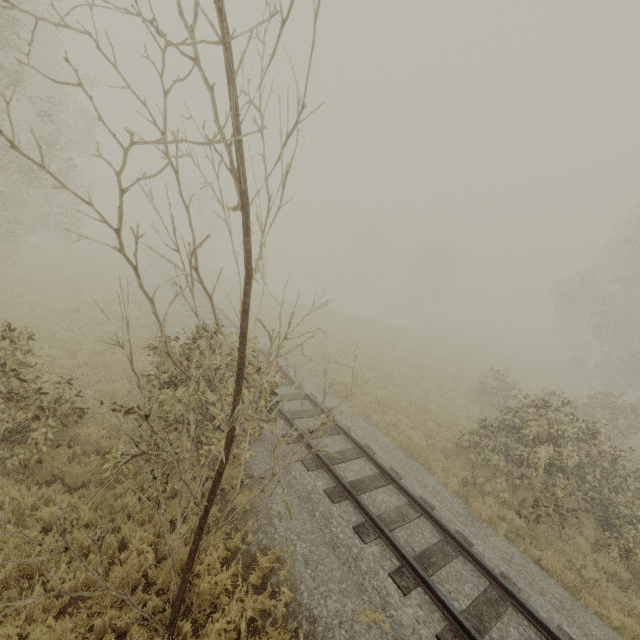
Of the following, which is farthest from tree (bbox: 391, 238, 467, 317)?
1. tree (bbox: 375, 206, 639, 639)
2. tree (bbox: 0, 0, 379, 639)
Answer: tree (bbox: 0, 0, 379, 639)

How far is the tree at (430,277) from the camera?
45.3m

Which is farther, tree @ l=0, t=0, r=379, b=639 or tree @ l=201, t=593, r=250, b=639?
tree @ l=201, t=593, r=250, b=639

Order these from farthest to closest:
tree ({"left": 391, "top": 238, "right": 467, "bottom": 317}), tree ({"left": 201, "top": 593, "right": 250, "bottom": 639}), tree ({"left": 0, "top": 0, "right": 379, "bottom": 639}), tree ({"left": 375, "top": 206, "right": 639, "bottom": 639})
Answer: tree ({"left": 391, "top": 238, "right": 467, "bottom": 317}), tree ({"left": 375, "top": 206, "right": 639, "bottom": 639}), tree ({"left": 201, "top": 593, "right": 250, "bottom": 639}), tree ({"left": 0, "top": 0, "right": 379, "bottom": 639})

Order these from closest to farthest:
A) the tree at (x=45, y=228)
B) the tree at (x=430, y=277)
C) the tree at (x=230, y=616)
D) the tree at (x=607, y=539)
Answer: the tree at (x=45, y=228) → the tree at (x=230, y=616) → the tree at (x=607, y=539) → the tree at (x=430, y=277)

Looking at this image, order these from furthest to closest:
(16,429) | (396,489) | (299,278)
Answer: (299,278), (396,489), (16,429)

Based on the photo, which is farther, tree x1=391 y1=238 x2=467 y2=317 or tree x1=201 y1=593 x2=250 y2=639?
tree x1=391 y1=238 x2=467 y2=317
